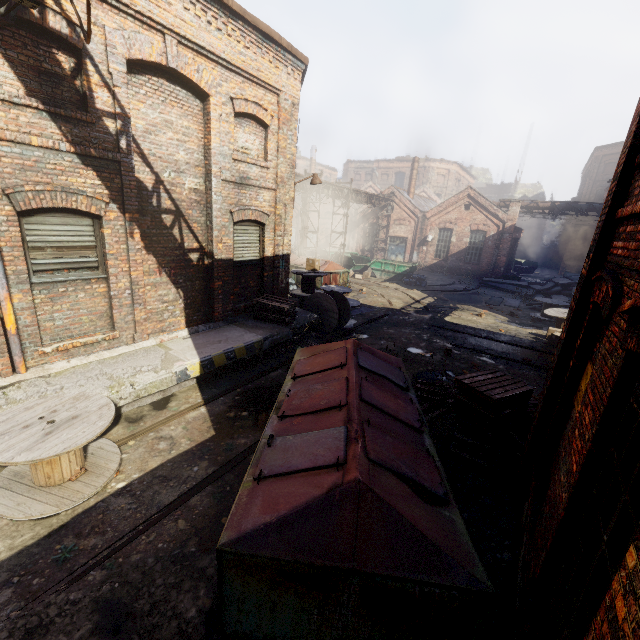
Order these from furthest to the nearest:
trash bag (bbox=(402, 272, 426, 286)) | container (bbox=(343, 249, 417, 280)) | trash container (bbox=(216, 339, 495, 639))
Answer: container (bbox=(343, 249, 417, 280)) < trash bag (bbox=(402, 272, 426, 286)) < trash container (bbox=(216, 339, 495, 639))

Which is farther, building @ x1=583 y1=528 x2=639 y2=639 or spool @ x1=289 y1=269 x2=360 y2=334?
spool @ x1=289 y1=269 x2=360 y2=334

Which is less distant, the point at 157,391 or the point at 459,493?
the point at 459,493

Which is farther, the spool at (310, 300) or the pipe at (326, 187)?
the pipe at (326, 187)

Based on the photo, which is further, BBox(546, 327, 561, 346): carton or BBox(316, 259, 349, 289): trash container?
BBox(316, 259, 349, 289): trash container

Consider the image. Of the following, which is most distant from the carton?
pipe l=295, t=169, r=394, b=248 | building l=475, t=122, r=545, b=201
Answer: building l=475, t=122, r=545, b=201

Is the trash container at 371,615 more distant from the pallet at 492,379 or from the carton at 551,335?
the carton at 551,335

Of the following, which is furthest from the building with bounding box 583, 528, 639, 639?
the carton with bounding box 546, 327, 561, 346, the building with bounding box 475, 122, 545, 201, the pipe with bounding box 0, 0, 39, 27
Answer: the building with bounding box 475, 122, 545, 201
